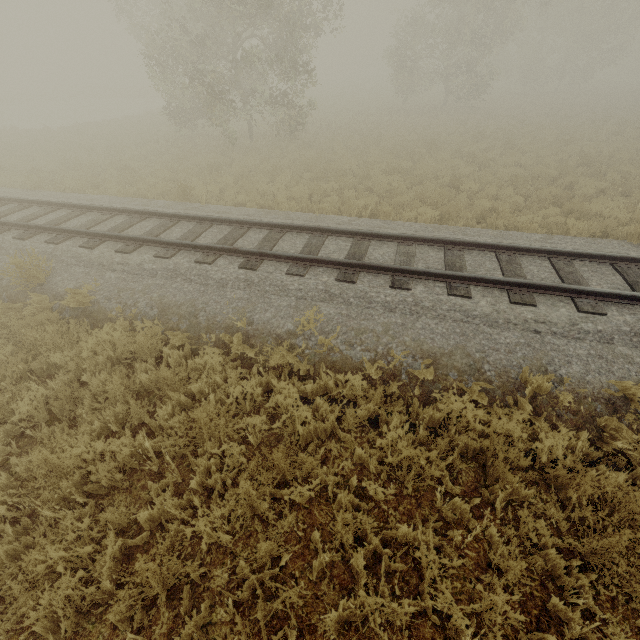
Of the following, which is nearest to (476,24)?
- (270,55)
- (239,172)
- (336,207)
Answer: (270,55)
